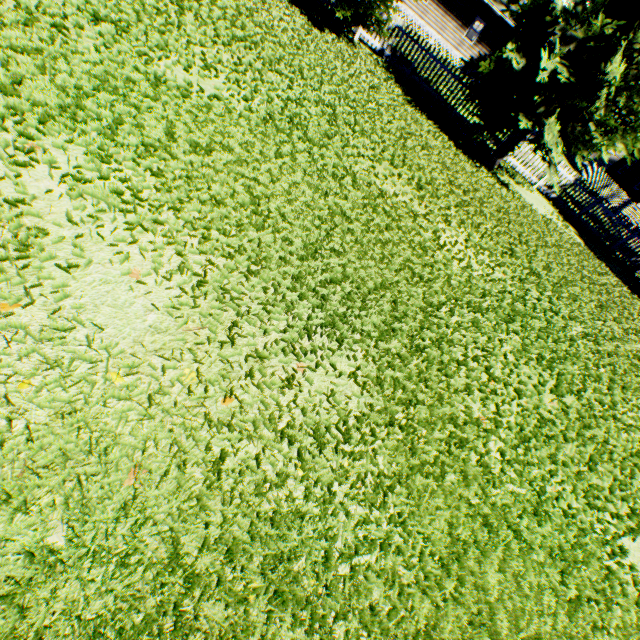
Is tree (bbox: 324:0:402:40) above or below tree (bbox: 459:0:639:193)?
below

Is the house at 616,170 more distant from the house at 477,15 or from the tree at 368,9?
the house at 477,15

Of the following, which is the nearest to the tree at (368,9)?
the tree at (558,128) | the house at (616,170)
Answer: the tree at (558,128)

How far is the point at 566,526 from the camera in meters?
3.4 m

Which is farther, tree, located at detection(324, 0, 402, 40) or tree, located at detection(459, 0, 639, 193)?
tree, located at detection(324, 0, 402, 40)

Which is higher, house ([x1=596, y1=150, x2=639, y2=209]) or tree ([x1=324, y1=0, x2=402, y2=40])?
house ([x1=596, y1=150, x2=639, y2=209])

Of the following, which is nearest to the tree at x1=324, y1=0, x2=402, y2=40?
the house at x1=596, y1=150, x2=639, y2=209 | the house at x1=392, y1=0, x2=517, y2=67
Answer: the house at x1=596, y1=150, x2=639, y2=209

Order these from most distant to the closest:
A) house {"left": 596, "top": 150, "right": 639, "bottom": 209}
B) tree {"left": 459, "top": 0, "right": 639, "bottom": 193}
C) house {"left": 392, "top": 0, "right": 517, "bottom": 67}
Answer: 1. house {"left": 596, "top": 150, "right": 639, "bottom": 209}
2. house {"left": 392, "top": 0, "right": 517, "bottom": 67}
3. tree {"left": 459, "top": 0, "right": 639, "bottom": 193}
